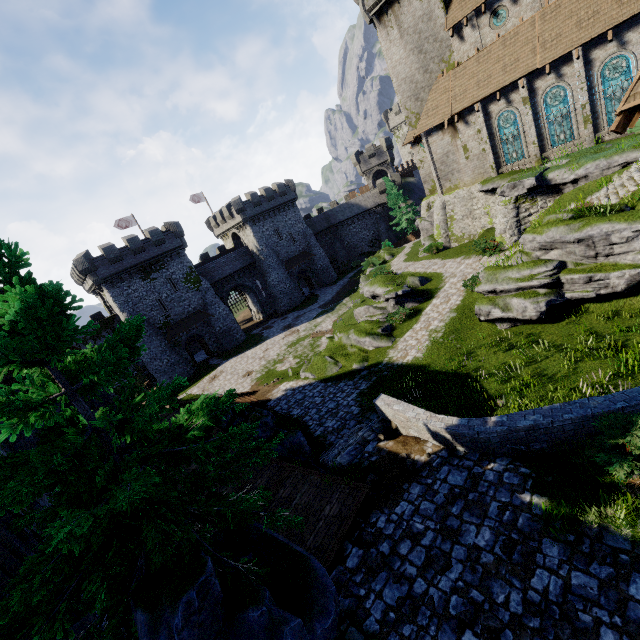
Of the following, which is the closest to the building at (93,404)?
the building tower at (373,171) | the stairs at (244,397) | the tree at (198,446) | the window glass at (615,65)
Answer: the tree at (198,446)

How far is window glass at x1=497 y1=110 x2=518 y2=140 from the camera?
23.50m

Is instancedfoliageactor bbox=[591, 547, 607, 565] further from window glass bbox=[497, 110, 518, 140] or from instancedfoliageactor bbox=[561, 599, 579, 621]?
window glass bbox=[497, 110, 518, 140]

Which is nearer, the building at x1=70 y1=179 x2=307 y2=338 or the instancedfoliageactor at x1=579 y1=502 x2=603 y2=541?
the instancedfoliageactor at x1=579 y1=502 x2=603 y2=541

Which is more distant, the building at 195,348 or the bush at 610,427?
the building at 195,348

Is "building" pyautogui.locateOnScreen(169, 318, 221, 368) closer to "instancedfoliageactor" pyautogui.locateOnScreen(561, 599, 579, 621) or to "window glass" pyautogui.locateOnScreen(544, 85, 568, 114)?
"window glass" pyautogui.locateOnScreen(544, 85, 568, 114)

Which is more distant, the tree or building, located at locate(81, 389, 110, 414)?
building, located at locate(81, 389, 110, 414)

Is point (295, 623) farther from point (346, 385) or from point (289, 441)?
point (346, 385)
